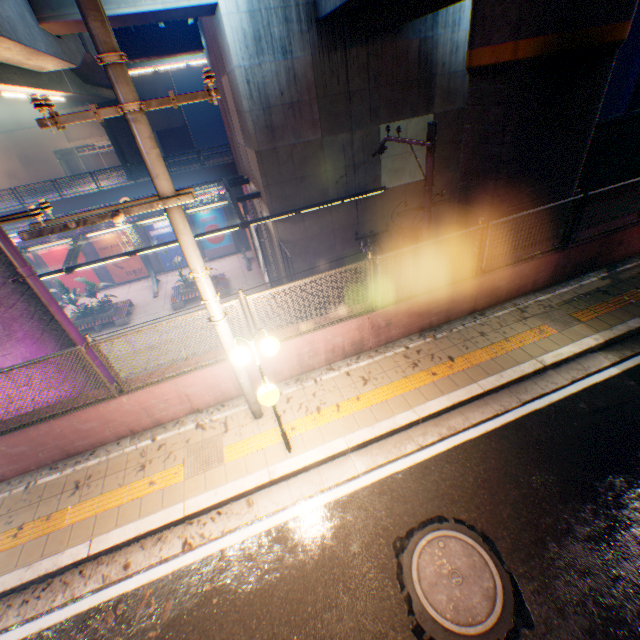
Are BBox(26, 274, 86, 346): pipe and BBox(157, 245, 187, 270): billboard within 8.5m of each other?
no

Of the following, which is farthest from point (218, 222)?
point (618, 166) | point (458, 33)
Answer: point (618, 166)

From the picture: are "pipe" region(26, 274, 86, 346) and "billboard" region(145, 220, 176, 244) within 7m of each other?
no

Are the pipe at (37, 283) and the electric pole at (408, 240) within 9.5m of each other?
yes

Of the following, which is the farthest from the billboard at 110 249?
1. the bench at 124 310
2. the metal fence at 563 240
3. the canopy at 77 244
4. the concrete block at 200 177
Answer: the bench at 124 310

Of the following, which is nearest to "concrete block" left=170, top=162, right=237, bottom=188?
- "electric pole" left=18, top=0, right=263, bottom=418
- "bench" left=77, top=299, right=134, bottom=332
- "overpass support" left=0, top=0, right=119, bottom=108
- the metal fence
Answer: the metal fence

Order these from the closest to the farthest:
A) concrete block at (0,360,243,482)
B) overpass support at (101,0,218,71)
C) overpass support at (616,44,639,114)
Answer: concrete block at (0,360,243,482) < overpass support at (101,0,218,71) < overpass support at (616,44,639,114)

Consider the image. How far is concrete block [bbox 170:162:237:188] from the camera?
24.2m
